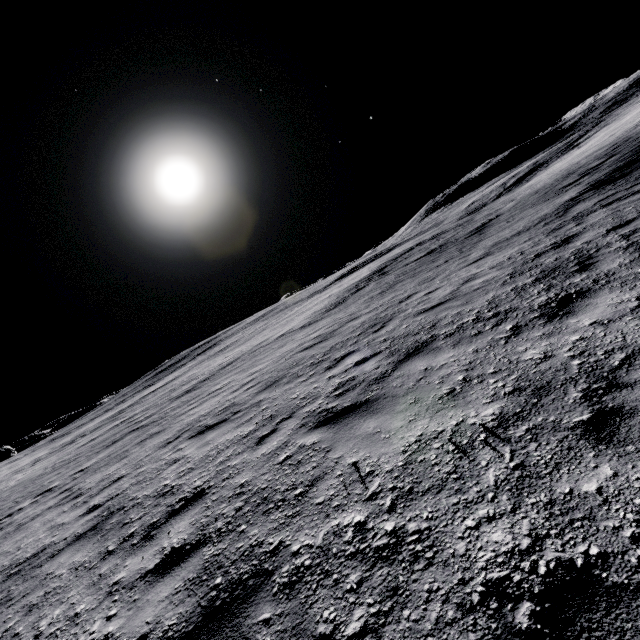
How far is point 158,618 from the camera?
2.6m
